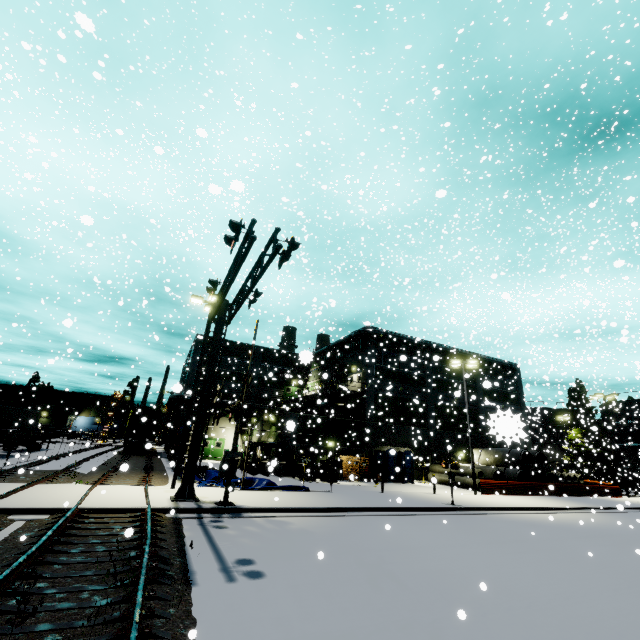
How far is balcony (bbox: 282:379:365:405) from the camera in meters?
31.2 m

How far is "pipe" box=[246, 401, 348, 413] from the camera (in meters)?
34.38

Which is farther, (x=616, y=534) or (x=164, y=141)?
(x=164, y=141)

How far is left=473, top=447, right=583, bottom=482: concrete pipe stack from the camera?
29.84m

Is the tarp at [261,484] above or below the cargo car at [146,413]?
below

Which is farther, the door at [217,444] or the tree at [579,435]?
the tree at [579,435]

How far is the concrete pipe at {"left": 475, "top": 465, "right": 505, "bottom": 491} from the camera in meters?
27.5 m

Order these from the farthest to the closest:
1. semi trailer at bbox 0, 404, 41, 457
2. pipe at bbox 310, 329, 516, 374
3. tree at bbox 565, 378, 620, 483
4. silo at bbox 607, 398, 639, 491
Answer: silo at bbox 607, 398, 639, 491, tree at bbox 565, 378, 620, 483, pipe at bbox 310, 329, 516, 374, semi trailer at bbox 0, 404, 41, 457
